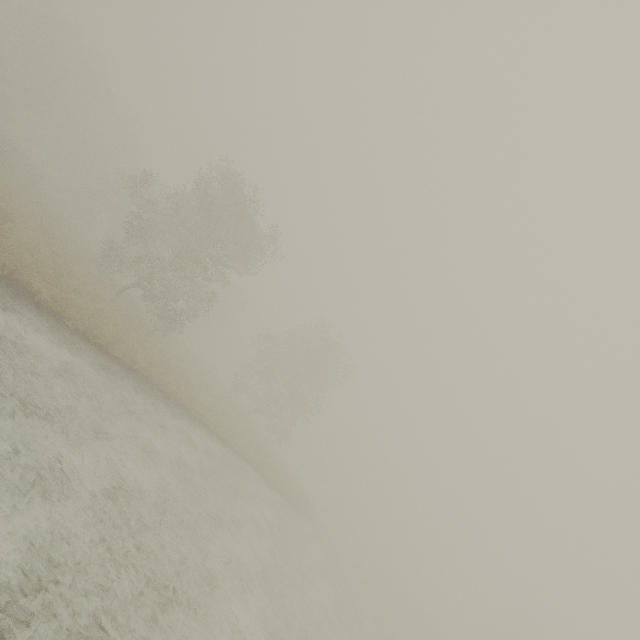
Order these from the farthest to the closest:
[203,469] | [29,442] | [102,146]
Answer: [102,146] < [203,469] < [29,442]
